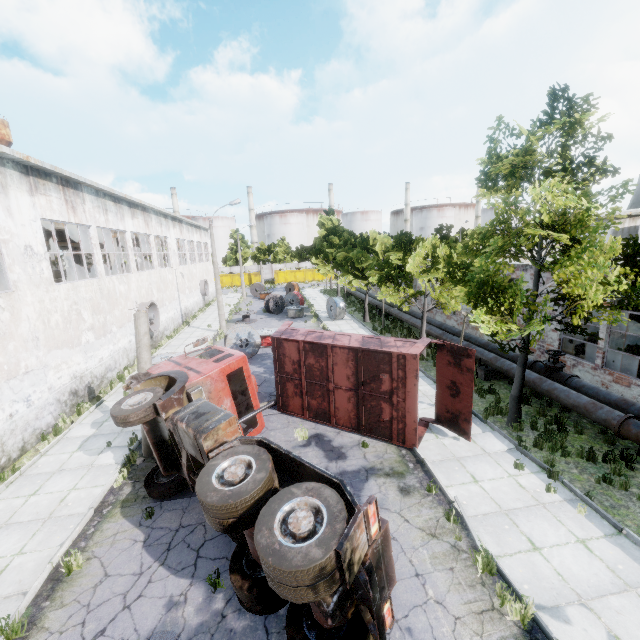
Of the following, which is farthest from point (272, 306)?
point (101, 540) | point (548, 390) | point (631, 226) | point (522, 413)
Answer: point (631, 226)

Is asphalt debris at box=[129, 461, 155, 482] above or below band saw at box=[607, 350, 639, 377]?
below

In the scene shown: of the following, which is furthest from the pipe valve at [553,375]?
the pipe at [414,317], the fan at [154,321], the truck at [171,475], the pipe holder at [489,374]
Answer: the fan at [154,321]

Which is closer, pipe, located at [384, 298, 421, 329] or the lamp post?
the lamp post

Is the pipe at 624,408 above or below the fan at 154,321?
below

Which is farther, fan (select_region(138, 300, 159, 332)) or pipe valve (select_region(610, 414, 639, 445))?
fan (select_region(138, 300, 159, 332))

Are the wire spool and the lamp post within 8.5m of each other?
no

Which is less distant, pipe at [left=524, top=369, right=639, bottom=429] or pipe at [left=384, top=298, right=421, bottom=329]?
pipe at [left=524, top=369, right=639, bottom=429]
